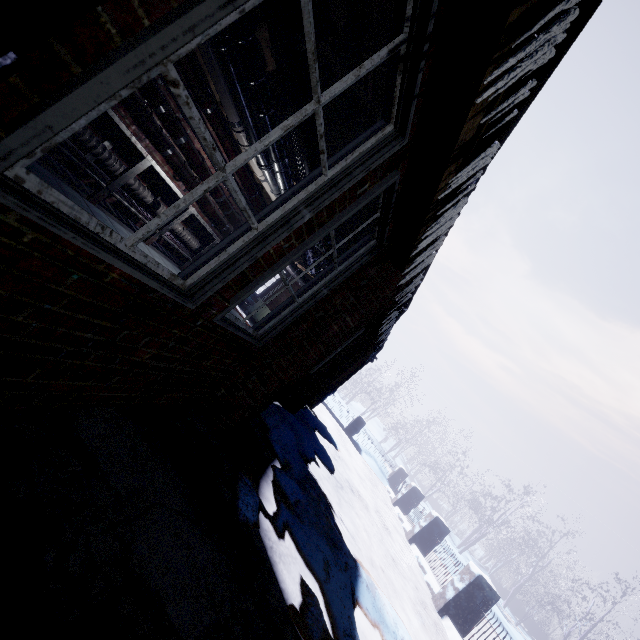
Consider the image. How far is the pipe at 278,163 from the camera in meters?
3.3

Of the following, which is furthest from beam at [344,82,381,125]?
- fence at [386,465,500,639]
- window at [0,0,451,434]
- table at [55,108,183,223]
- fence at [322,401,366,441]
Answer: fence at [322,401,366,441]

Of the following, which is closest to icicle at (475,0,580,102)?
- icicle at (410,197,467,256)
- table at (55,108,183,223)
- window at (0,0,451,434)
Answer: window at (0,0,451,434)

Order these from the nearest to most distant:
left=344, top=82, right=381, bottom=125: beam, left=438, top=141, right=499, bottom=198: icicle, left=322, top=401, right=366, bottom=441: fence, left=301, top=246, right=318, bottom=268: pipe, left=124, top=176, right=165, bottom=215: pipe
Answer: left=438, top=141, right=499, bottom=198: icicle → left=344, top=82, right=381, bottom=125: beam → left=124, top=176, right=165, bottom=215: pipe → left=301, top=246, right=318, bottom=268: pipe → left=322, top=401, right=366, bottom=441: fence

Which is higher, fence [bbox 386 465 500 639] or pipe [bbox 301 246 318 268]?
pipe [bbox 301 246 318 268]

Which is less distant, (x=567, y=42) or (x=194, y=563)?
(x=567, y=42)

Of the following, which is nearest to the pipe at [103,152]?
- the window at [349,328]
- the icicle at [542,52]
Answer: the window at [349,328]

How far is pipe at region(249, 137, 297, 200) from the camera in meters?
3.3 m
